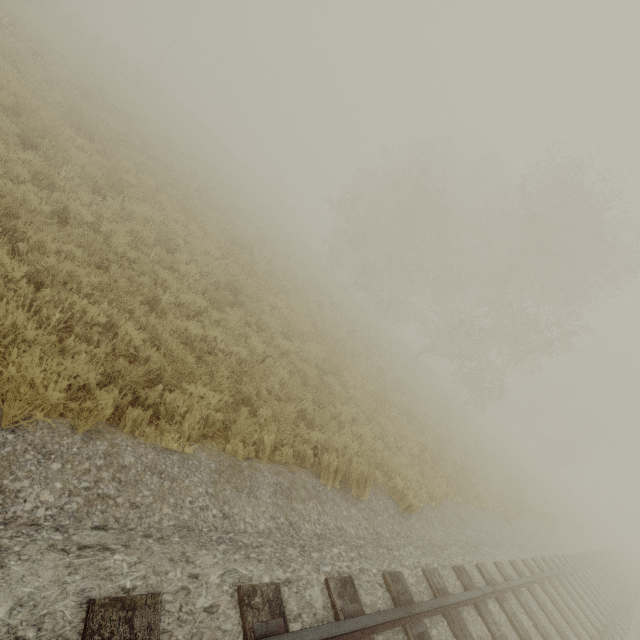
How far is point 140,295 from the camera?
5.9m
